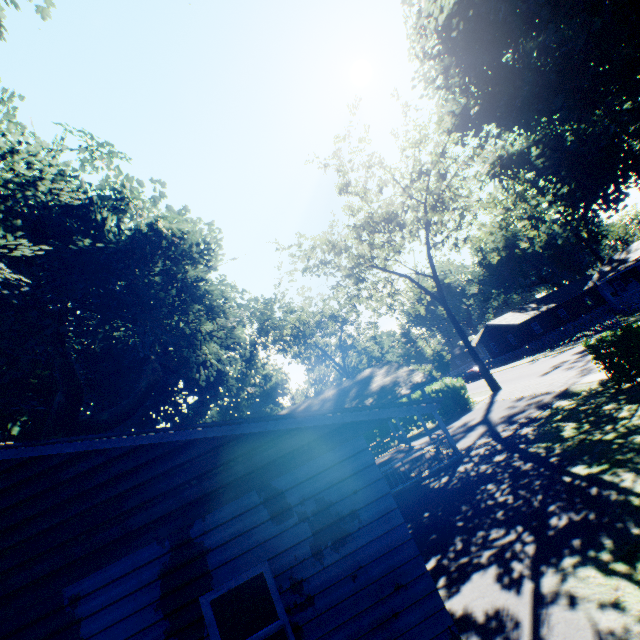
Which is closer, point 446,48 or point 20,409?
point 20,409

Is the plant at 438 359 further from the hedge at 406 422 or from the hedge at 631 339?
the hedge at 406 422

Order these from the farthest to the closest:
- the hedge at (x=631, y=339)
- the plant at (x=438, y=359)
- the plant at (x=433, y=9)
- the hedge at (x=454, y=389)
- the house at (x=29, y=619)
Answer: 1. the plant at (x=438, y=359)
2. the hedge at (x=454, y=389)
3. the plant at (x=433, y=9)
4. the hedge at (x=631, y=339)
5. the house at (x=29, y=619)

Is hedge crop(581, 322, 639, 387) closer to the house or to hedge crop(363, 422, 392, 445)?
the house

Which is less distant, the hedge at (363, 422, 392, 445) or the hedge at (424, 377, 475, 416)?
the hedge at (424, 377, 475, 416)

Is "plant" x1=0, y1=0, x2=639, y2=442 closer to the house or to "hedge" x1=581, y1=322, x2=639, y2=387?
the house

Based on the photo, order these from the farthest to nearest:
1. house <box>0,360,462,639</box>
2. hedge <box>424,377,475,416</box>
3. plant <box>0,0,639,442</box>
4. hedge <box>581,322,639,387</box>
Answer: hedge <box>424,377,475,416</box> → plant <box>0,0,639,442</box> → hedge <box>581,322,639,387</box> → house <box>0,360,462,639</box>

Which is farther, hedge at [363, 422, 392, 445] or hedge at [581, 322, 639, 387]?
hedge at [363, 422, 392, 445]
